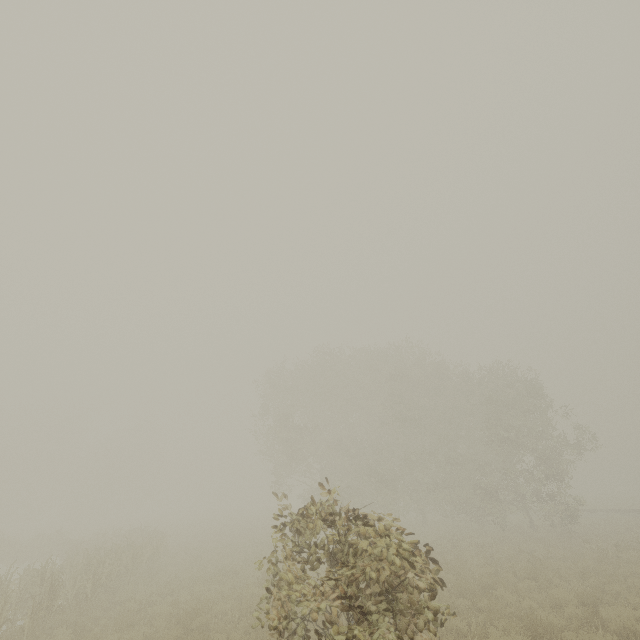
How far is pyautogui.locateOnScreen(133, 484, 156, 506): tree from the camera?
57.71m

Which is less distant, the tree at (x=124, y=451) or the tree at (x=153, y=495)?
the tree at (x=124, y=451)

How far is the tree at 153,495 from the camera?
57.71m

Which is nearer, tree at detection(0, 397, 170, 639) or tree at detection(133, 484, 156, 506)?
tree at detection(0, 397, 170, 639)

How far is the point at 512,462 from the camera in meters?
24.3
